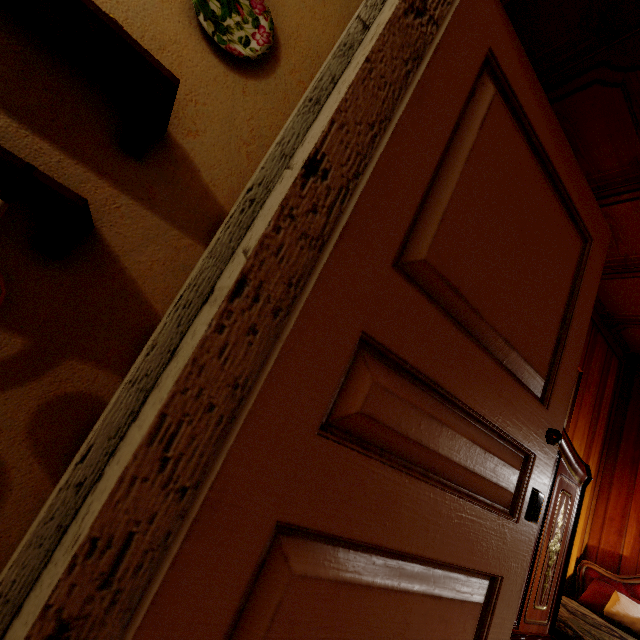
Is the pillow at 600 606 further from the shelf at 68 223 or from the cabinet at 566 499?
the shelf at 68 223

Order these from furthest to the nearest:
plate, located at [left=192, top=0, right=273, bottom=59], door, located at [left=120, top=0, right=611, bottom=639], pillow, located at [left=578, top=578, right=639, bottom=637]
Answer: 1. pillow, located at [left=578, top=578, right=639, bottom=637]
2. plate, located at [left=192, top=0, right=273, bottom=59]
3. door, located at [left=120, top=0, right=611, bottom=639]

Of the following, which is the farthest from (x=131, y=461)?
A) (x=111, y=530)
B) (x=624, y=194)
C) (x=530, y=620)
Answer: (x=624, y=194)

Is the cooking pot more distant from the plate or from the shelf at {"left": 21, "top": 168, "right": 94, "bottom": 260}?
the plate

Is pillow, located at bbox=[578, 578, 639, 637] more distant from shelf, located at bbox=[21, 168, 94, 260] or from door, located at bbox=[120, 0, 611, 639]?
shelf, located at bbox=[21, 168, 94, 260]

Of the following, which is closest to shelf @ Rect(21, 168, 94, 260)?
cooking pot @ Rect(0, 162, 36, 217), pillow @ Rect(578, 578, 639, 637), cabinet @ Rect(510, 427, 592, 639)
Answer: cooking pot @ Rect(0, 162, 36, 217)

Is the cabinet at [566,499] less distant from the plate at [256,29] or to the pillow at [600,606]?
the plate at [256,29]

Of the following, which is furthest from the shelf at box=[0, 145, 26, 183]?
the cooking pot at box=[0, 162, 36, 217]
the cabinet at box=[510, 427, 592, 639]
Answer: the cabinet at box=[510, 427, 592, 639]
